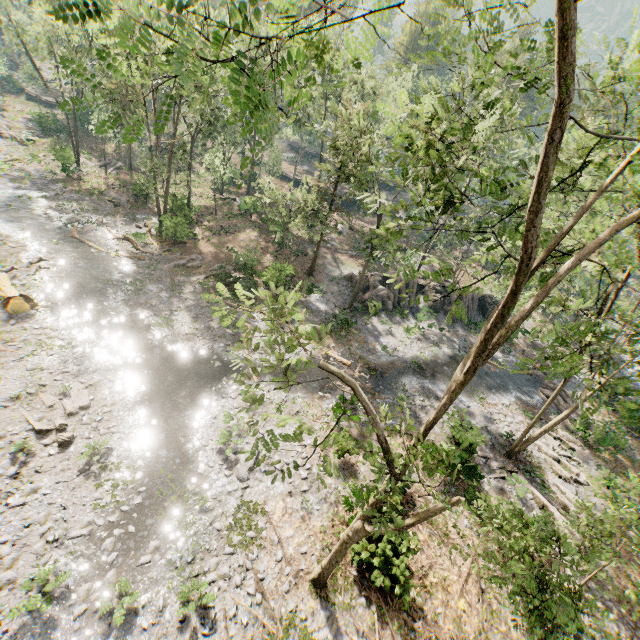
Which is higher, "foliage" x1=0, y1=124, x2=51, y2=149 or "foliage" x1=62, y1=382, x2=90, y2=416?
"foliage" x1=0, y1=124, x2=51, y2=149

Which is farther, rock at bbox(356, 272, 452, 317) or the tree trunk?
rock at bbox(356, 272, 452, 317)

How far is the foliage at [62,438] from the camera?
13.7m

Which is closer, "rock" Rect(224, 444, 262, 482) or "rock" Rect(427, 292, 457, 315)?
"rock" Rect(224, 444, 262, 482)

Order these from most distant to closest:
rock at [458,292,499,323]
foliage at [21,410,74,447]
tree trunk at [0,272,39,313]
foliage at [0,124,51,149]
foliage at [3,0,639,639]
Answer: foliage at [0,124,51,149]
rock at [458,292,499,323]
tree trunk at [0,272,39,313]
foliage at [21,410,74,447]
foliage at [3,0,639,639]

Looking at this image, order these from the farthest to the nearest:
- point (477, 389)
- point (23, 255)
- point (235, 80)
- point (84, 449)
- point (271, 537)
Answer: point (477, 389) → point (23, 255) → point (84, 449) → point (271, 537) → point (235, 80)

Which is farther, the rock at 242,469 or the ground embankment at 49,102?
the ground embankment at 49,102

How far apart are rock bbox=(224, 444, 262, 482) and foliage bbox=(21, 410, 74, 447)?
6.3m
